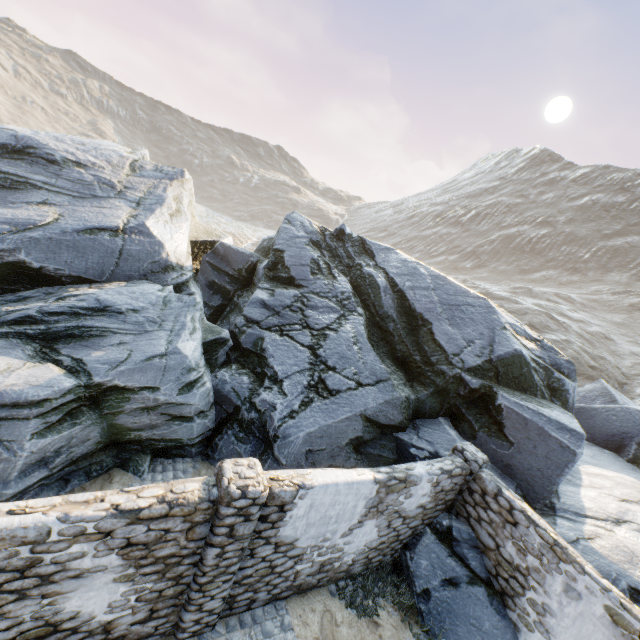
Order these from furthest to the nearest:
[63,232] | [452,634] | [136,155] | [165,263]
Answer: [136,155], [165,263], [63,232], [452,634]

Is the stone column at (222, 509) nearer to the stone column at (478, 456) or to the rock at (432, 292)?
the rock at (432, 292)

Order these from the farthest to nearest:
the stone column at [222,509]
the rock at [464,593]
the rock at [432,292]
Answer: the rock at [432,292]
the rock at [464,593]
the stone column at [222,509]

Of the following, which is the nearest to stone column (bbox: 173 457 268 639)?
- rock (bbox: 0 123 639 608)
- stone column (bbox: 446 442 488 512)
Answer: rock (bbox: 0 123 639 608)

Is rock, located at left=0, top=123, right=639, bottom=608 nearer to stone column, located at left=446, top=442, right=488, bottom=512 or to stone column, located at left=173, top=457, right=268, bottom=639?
stone column, located at left=446, top=442, right=488, bottom=512

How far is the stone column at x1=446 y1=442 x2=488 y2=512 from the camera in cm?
776

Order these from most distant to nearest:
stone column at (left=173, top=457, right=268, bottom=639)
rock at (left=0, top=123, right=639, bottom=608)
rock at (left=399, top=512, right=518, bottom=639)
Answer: rock at (left=0, top=123, right=639, bottom=608)
rock at (left=399, top=512, right=518, bottom=639)
stone column at (left=173, top=457, right=268, bottom=639)
